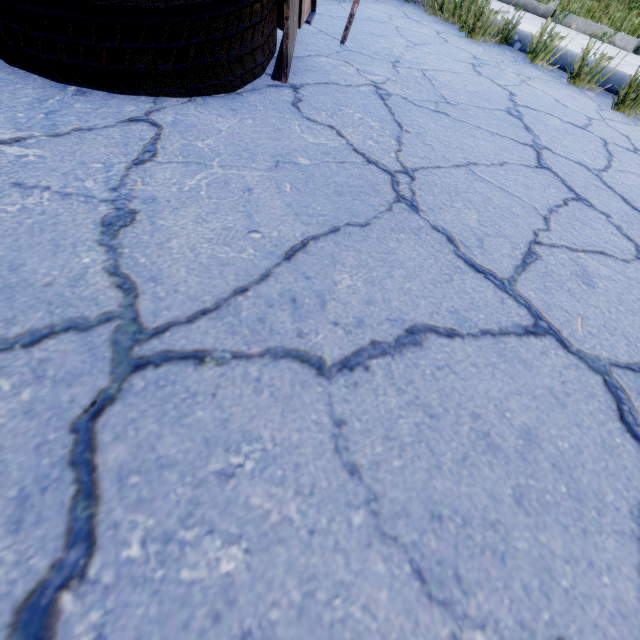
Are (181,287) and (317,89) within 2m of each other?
yes
